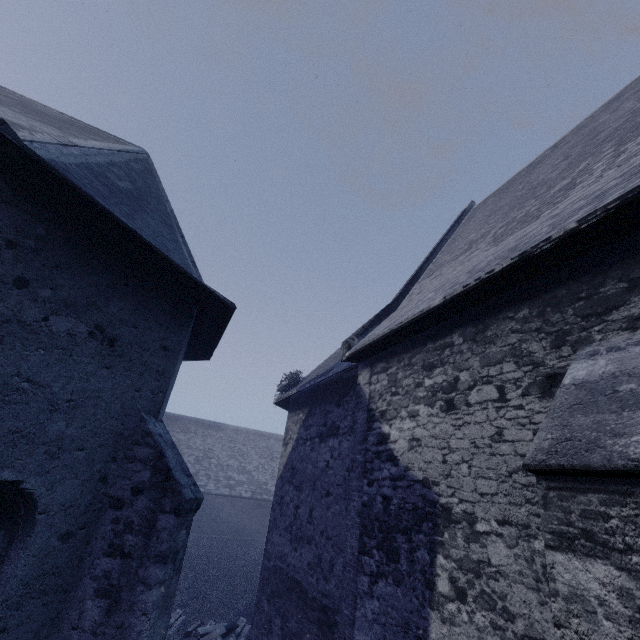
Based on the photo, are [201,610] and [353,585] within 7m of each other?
no
